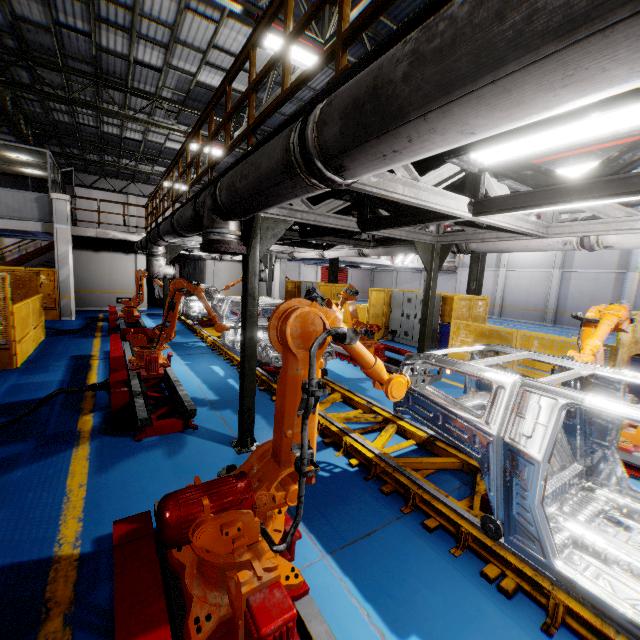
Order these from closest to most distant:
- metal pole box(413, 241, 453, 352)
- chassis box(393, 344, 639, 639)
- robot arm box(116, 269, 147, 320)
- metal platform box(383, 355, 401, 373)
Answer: chassis box(393, 344, 639, 639), metal pole box(413, 241, 453, 352), metal platform box(383, 355, 401, 373), robot arm box(116, 269, 147, 320)

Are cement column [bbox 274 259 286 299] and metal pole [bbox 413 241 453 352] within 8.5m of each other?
no

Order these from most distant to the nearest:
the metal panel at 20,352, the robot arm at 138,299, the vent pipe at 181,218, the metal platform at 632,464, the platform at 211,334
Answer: the robot arm at 138,299 < the platform at 211,334 < the metal panel at 20,352 < the metal platform at 632,464 < the vent pipe at 181,218

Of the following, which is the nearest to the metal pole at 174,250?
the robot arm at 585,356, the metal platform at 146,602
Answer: the robot arm at 585,356

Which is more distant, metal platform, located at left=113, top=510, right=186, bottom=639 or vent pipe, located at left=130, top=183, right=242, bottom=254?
vent pipe, located at left=130, top=183, right=242, bottom=254

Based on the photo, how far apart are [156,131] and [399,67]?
18.6m

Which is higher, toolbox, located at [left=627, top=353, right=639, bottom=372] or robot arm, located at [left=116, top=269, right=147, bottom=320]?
toolbox, located at [left=627, top=353, right=639, bottom=372]

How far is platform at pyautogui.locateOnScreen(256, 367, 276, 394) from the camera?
6.9 meters
